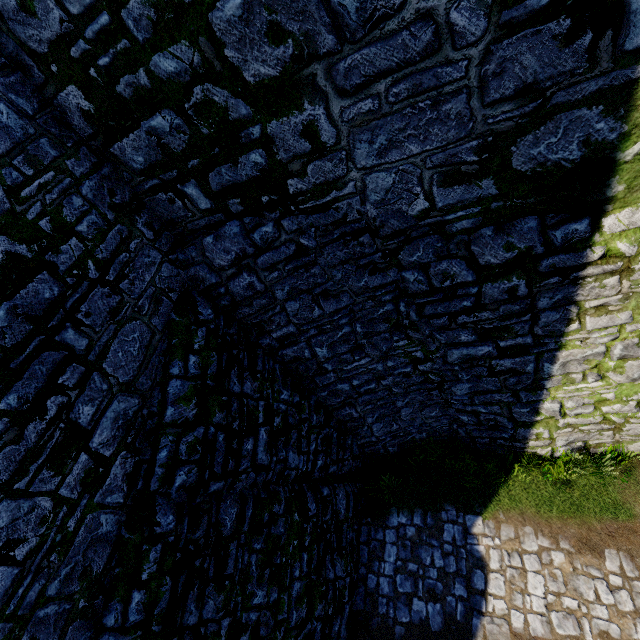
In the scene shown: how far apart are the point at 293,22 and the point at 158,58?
1.55m
